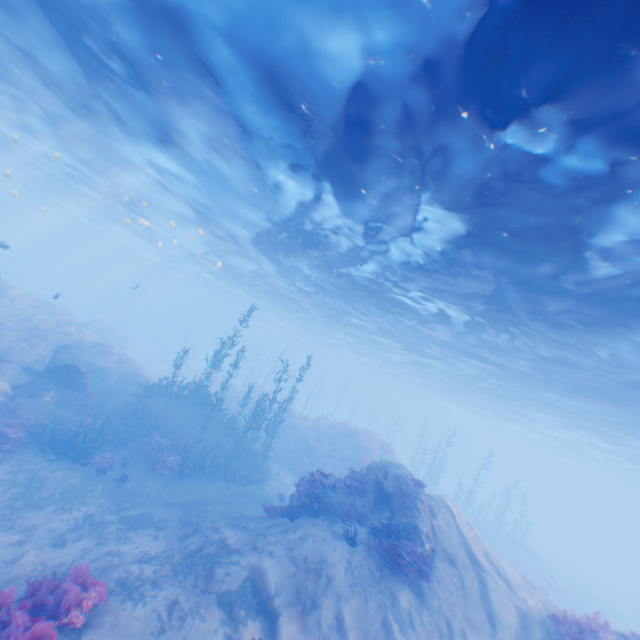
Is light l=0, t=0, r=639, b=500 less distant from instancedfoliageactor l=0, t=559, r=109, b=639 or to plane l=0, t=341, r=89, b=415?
plane l=0, t=341, r=89, b=415

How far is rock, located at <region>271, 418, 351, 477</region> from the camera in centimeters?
2233cm

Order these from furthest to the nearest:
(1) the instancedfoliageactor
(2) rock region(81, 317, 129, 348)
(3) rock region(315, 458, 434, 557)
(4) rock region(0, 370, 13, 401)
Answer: (2) rock region(81, 317, 129, 348)
(4) rock region(0, 370, 13, 401)
(3) rock region(315, 458, 434, 557)
(1) the instancedfoliageactor

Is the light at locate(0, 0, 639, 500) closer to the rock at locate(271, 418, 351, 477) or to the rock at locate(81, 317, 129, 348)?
the rock at locate(81, 317, 129, 348)

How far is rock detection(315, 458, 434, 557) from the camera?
10.40m

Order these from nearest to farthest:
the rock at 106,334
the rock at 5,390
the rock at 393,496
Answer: the rock at 393,496
the rock at 5,390
the rock at 106,334

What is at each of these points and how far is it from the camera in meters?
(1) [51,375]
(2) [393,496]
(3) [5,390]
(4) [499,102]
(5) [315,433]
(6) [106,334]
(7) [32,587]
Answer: (1) plane, 15.4
(2) rock, 11.5
(3) rock, 13.9
(4) light, 6.3
(5) rock, 25.8
(6) rock, 34.3
(7) instancedfoliageactor, 6.9

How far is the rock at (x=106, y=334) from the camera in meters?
33.9
